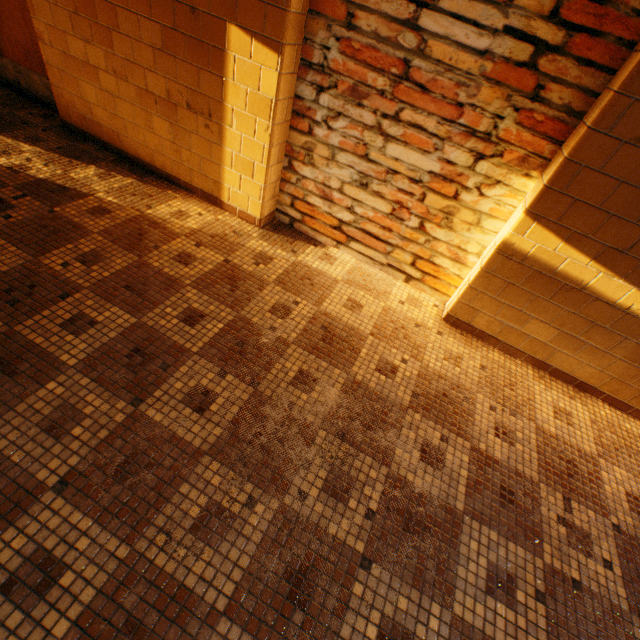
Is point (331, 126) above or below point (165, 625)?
above
